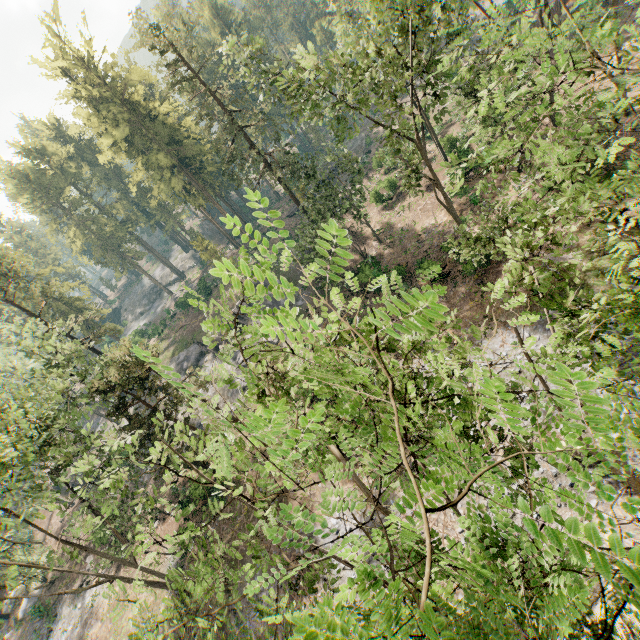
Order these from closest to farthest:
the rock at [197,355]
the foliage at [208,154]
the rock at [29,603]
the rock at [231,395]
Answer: the foliage at [208,154] → the rock at [29,603] → the rock at [231,395] → the rock at [197,355]

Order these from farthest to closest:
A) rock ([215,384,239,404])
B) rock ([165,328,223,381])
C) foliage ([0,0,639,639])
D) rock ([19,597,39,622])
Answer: rock ([165,328,223,381])
rock ([215,384,239,404])
rock ([19,597,39,622])
foliage ([0,0,639,639])

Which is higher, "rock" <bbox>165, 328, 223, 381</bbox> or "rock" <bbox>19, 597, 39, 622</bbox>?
"rock" <bbox>165, 328, 223, 381</bbox>

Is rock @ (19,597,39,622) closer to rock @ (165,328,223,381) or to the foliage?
the foliage

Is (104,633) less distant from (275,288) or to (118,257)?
(275,288)

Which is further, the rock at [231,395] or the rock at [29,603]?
the rock at [231,395]

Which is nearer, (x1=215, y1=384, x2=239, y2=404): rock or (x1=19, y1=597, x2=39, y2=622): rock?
(x1=19, y1=597, x2=39, y2=622): rock
